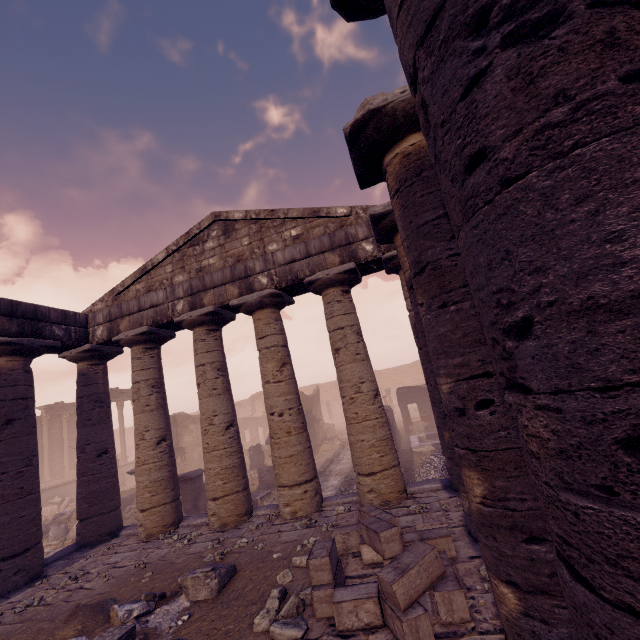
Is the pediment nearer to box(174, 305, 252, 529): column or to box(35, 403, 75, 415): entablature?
box(174, 305, 252, 529): column

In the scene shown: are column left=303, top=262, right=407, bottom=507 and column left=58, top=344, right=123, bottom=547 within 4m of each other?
no

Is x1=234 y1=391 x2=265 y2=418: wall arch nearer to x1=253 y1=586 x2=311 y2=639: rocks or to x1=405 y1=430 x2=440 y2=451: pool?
x1=405 y1=430 x2=440 y2=451: pool

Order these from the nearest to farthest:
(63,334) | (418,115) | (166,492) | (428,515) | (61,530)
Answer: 1. (418,115)
2. (428,515)
3. (166,492)
4. (63,334)
5. (61,530)

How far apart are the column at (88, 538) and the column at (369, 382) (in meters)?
6.73

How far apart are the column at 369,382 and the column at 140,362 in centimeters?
465cm

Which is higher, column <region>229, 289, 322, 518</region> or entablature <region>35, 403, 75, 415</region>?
entablature <region>35, 403, 75, 415</region>

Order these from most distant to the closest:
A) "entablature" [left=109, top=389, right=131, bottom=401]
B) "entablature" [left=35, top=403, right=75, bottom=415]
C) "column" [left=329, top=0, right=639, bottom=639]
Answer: "entablature" [left=35, top=403, right=75, bottom=415] → "entablature" [left=109, top=389, right=131, bottom=401] → "column" [left=329, top=0, right=639, bottom=639]
